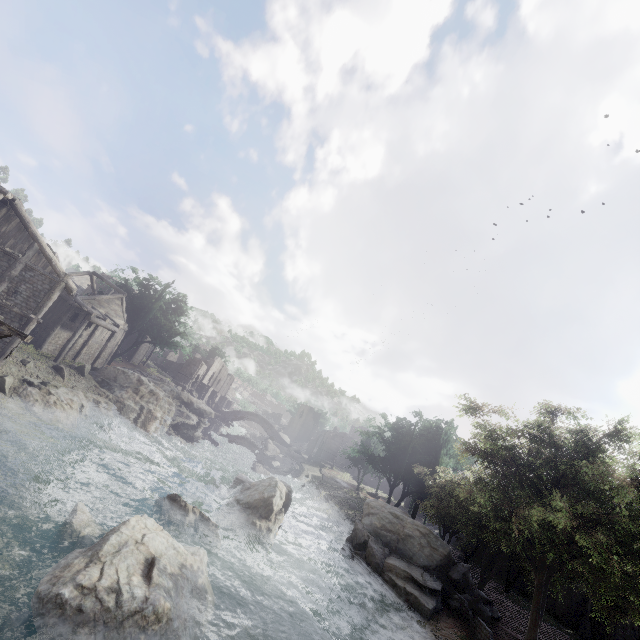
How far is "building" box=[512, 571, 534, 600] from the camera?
31.2m

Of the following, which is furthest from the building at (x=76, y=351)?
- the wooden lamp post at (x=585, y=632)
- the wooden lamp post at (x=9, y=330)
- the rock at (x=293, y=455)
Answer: the rock at (x=293, y=455)

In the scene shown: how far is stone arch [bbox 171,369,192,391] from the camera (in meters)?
58.88

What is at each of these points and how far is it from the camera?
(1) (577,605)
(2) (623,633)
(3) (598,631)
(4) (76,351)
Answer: (1) building, 27.9m
(2) building, 26.1m
(3) building, 26.6m
(4) building, 32.3m

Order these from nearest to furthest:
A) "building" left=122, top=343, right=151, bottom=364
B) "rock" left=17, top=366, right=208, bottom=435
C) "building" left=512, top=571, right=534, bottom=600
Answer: "rock" left=17, top=366, right=208, bottom=435 < "building" left=512, top=571, right=534, bottom=600 < "building" left=122, top=343, right=151, bottom=364

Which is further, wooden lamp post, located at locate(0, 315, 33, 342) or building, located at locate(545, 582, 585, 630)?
building, located at locate(545, 582, 585, 630)

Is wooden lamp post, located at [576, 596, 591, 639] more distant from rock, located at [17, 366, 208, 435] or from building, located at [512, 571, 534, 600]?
rock, located at [17, 366, 208, 435]

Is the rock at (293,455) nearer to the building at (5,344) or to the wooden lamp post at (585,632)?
the building at (5,344)
